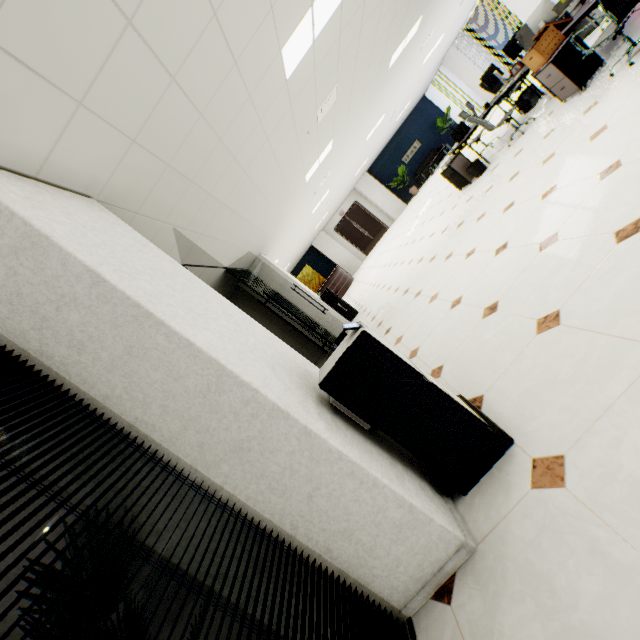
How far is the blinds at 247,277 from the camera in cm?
657

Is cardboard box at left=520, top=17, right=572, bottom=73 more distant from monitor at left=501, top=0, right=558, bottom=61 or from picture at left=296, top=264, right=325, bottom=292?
picture at left=296, top=264, right=325, bottom=292

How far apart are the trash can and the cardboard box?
1.8m

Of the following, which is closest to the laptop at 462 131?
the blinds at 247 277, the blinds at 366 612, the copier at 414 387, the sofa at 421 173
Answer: the blinds at 247 277

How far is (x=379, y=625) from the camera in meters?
1.5

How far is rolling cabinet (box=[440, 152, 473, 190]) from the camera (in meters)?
7.07

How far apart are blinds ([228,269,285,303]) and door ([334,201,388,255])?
11.45m

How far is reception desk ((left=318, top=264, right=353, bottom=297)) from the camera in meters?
15.4 m
